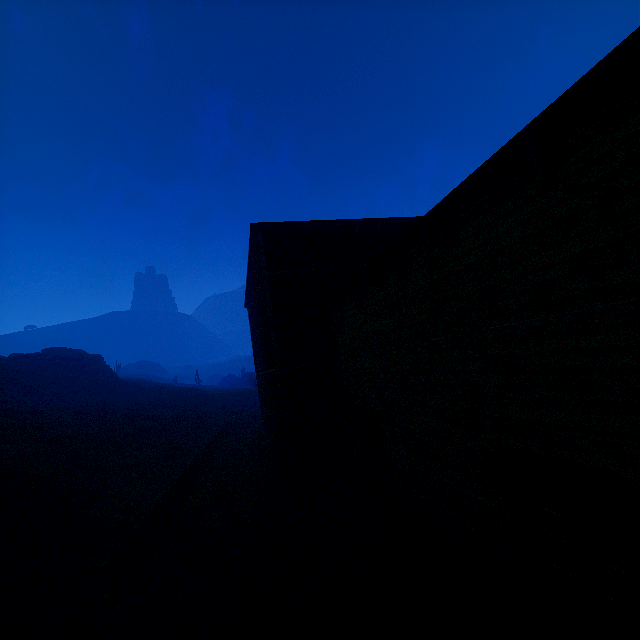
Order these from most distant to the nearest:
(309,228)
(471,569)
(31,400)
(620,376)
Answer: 1. (31,400)
2. (309,228)
3. (471,569)
4. (620,376)

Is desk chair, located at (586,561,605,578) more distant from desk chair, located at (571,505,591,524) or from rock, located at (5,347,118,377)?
rock, located at (5,347,118,377)

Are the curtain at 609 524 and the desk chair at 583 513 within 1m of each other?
no

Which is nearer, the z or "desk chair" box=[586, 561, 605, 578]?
"desk chair" box=[586, 561, 605, 578]

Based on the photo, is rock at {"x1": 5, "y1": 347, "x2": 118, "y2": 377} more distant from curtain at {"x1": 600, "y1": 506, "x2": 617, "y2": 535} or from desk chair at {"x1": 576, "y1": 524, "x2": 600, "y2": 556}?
curtain at {"x1": 600, "y1": 506, "x2": 617, "y2": 535}

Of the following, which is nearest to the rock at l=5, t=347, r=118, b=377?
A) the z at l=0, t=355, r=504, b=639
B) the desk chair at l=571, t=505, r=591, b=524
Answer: the z at l=0, t=355, r=504, b=639

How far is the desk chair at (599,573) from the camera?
5.0m

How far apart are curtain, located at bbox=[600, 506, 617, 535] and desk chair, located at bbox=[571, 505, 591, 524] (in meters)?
1.51
